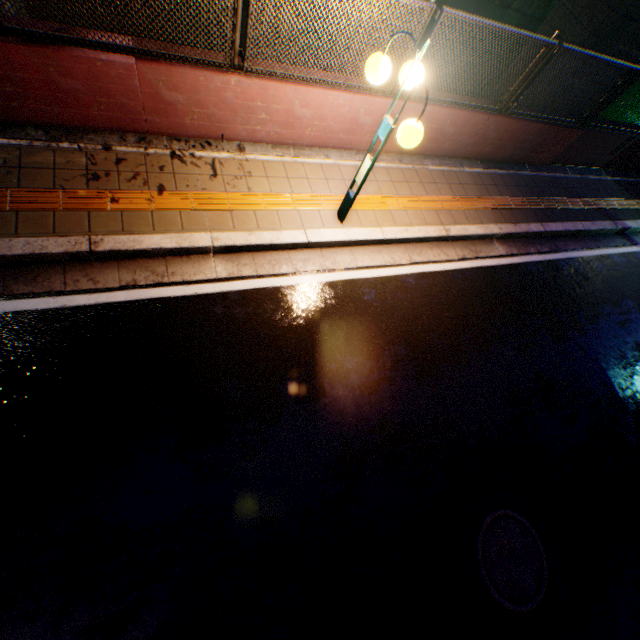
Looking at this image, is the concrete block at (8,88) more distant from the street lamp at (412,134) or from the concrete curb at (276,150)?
the street lamp at (412,134)

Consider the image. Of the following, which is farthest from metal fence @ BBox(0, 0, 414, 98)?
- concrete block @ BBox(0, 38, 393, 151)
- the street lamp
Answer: the street lamp

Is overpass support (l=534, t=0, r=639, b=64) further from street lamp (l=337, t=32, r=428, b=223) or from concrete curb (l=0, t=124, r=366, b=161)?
street lamp (l=337, t=32, r=428, b=223)

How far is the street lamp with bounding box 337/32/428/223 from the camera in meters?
3.3

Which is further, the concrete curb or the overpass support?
the overpass support

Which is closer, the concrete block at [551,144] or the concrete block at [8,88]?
the concrete block at [8,88]

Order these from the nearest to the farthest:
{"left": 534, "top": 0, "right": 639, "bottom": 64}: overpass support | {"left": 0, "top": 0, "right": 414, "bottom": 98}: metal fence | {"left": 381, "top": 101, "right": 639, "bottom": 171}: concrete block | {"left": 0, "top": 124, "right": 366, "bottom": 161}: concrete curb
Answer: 1. {"left": 0, "top": 0, "right": 414, "bottom": 98}: metal fence
2. {"left": 0, "top": 124, "right": 366, "bottom": 161}: concrete curb
3. {"left": 381, "top": 101, "right": 639, "bottom": 171}: concrete block
4. {"left": 534, "top": 0, "right": 639, "bottom": 64}: overpass support

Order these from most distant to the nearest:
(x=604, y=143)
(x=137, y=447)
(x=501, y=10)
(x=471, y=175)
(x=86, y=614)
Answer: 1. (x=501, y=10)
2. (x=604, y=143)
3. (x=471, y=175)
4. (x=137, y=447)
5. (x=86, y=614)
